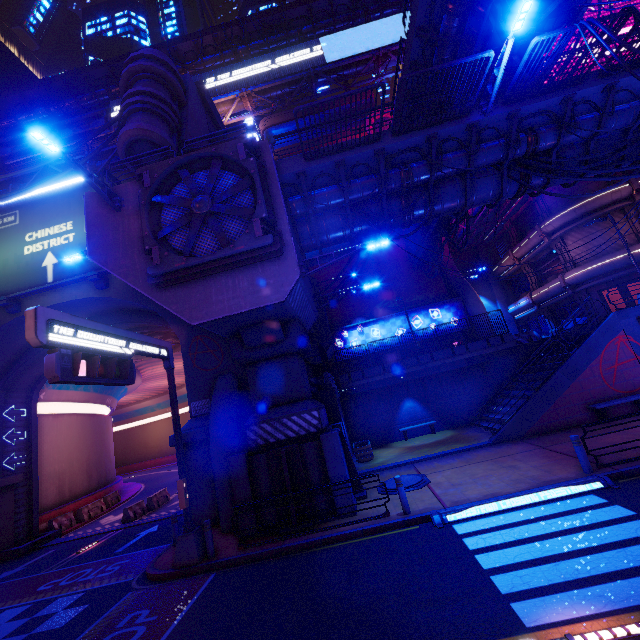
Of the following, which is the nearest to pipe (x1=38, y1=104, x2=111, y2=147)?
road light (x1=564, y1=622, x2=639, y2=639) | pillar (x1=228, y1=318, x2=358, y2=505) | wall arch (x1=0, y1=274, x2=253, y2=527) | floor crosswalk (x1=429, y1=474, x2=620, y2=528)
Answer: wall arch (x1=0, y1=274, x2=253, y2=527)

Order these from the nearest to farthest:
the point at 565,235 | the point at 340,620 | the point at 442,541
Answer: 1. the point at 340,620
2. the point at 442,541
3. the point at 565,235

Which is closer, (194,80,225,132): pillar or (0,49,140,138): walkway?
(194,80,225,132): pillar

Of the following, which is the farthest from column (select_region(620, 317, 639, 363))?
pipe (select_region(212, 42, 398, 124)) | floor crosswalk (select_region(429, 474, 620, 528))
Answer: pipe (select_region(212, 42, 398, 124))

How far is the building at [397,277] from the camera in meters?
29.7 m

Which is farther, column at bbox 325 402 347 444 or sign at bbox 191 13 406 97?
sign at bbox 191 13 406 97

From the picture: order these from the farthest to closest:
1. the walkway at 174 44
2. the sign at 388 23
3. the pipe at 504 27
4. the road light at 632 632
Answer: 1. the walkway at 174 44
2. the sign at 388 23
3. the pipe at 504 27
4. the road light at 632 632

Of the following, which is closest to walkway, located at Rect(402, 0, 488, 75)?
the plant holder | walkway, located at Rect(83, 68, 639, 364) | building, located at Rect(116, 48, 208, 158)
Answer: walkway, located at Rect(83, 68, 639, 364)
